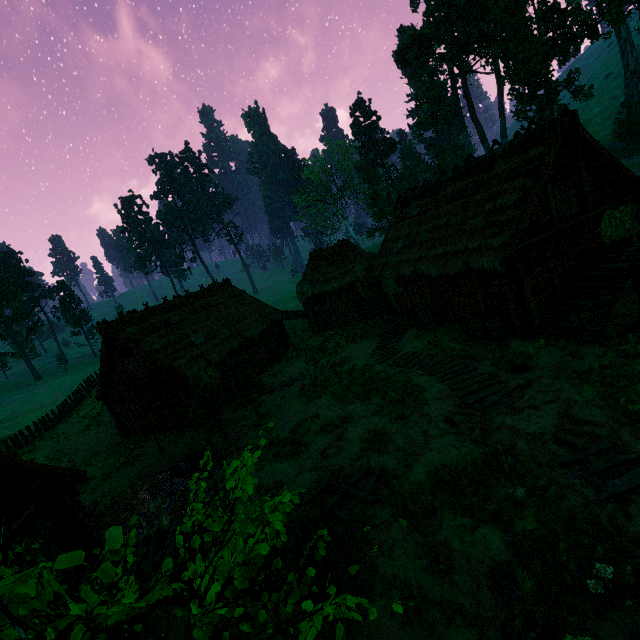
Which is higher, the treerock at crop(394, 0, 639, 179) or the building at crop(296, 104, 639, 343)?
the treerock at crop(394, 0, 639, 179)

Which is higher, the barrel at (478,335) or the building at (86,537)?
the building at (86,537)

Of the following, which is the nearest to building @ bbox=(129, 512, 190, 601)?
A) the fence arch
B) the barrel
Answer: the barrel

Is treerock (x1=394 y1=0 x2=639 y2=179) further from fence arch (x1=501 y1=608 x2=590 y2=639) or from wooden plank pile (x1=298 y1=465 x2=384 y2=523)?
wooden plank pile (x1=298 y1=465 x2=384 y2=523)

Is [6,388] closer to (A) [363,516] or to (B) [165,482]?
(B) [165,482]

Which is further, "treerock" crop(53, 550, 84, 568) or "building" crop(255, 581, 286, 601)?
"building" crop(255, 581, 286, 601)

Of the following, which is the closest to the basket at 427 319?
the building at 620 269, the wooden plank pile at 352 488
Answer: the building at 620 269

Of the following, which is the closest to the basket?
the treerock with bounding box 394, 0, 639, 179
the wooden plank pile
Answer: the treerock with bounding box 394, 0, 639, 179
